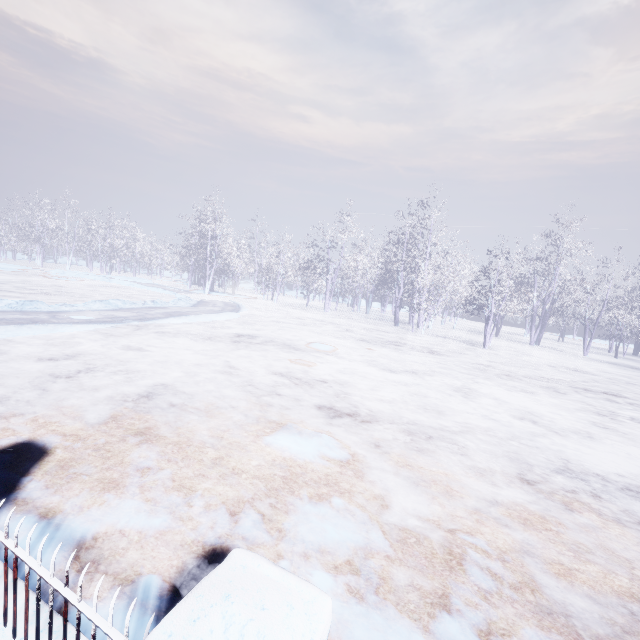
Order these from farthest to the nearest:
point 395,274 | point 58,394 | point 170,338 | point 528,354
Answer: point 395,274
point 528,354
point 170,338
point 58,394

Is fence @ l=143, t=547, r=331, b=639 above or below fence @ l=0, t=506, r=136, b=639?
above

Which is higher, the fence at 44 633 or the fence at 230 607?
the fence at 230 607
